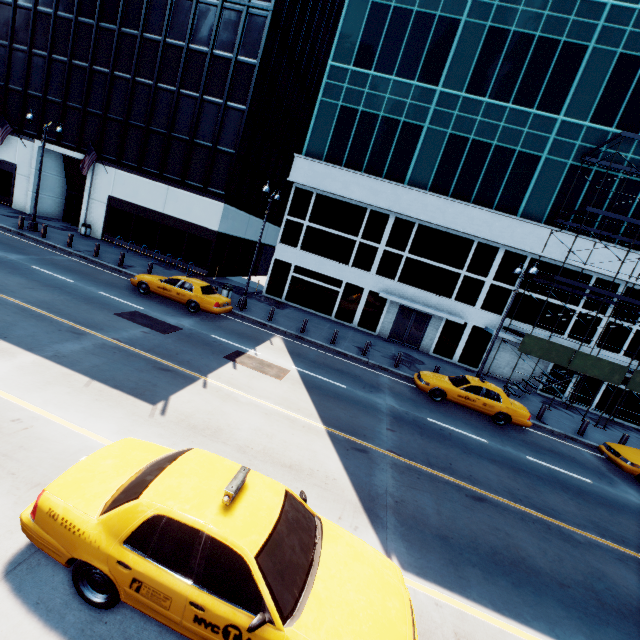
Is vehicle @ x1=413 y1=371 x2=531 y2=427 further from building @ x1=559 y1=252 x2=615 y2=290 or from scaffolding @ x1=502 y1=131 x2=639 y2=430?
building @ x1=559 y1=252 x2=615 y2=290

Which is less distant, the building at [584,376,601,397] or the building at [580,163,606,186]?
the building at [580,163,606,186]

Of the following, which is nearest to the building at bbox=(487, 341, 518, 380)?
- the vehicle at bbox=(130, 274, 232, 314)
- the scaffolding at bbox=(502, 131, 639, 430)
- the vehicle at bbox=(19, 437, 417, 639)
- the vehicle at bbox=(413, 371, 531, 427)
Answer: the scaffolding at bbox=(502, 131, 639, 430)

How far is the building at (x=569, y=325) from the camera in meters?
22.2

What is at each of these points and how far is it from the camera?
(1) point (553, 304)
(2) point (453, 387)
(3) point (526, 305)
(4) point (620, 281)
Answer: (1) building, 22.39m
(2) vehicle, 14.80m
(3) building, 22.73m
(4) building, 21.39m

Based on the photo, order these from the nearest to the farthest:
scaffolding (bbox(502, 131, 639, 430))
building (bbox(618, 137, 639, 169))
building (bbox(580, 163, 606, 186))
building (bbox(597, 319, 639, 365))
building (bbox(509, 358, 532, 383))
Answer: scaffolding (bbox(502, 131, 639, 430))
building (bbox(618, 137, 639, 169))
building (bbox(580, 163, 606, 186))
building (bbox(597, 319, 639, 365))
building (bbox(509, 358, 532, 383))
